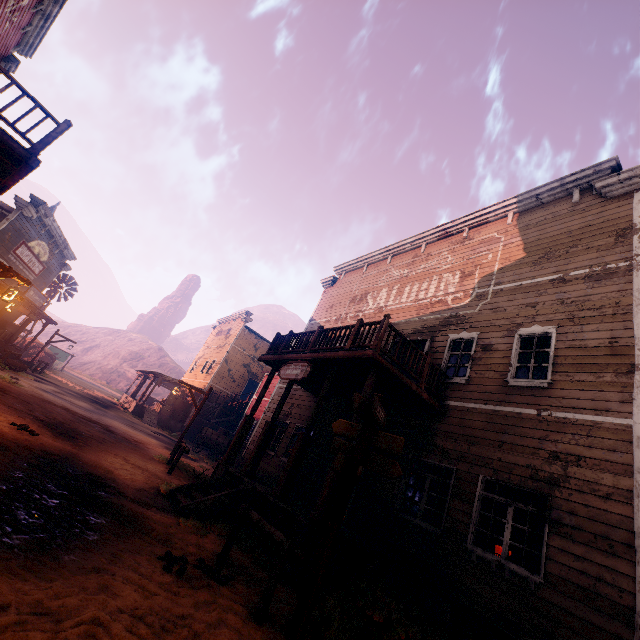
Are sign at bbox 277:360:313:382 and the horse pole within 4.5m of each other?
yes

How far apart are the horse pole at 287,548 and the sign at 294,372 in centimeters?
367cm

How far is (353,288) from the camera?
17.2 meters

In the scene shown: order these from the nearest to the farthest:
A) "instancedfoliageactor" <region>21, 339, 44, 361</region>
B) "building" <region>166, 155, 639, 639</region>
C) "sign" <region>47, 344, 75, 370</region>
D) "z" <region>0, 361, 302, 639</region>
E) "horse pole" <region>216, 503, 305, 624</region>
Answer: "z" <region>0, 361, 302, 639</region> → "horse pole" <region>216, 503, 305, 624</region> → "building" <region>166, 155, 639, 639</region> → "instancedfoliageactor" <region>21, 339, 44, 361</region> → "sign" <region>47, 344, 75, 370</region>

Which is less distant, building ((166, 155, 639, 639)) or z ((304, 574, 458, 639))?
z ((304, 574, 458, 639))

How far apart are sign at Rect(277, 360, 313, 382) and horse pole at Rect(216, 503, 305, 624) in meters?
3.7

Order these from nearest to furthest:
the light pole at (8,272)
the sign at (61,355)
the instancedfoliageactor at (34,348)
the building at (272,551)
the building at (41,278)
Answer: the building at (272,551) → the light pole at (8,272) → the building at (41,278) → the instancedfoliageactor at (34,348) → the sign at (61,355)

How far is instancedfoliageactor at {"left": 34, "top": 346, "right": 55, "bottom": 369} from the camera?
30.11m
